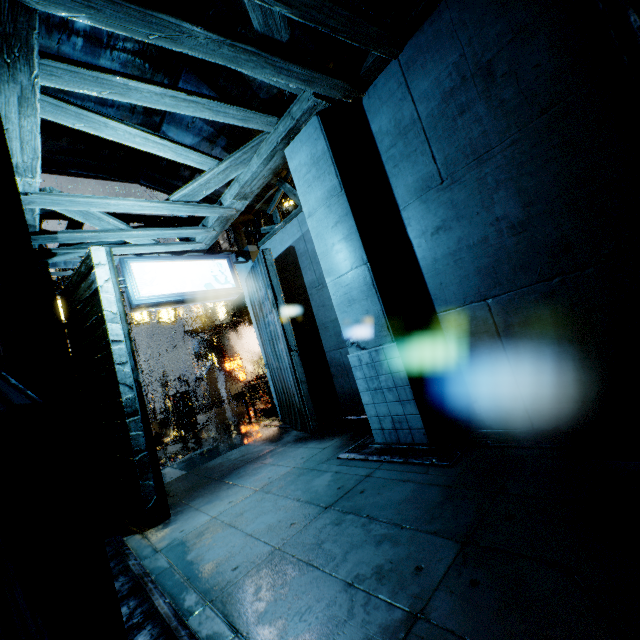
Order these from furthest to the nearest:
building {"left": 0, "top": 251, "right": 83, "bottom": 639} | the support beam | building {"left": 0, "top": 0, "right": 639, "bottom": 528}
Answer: the support beam < building {"left": 0, "top": 0, "right": 639, "bottom": 528} < building {"left": 0, "top": 251, "right": 83, "bottom": 639}

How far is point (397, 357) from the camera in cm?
549

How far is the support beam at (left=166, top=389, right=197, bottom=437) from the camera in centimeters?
1888cm

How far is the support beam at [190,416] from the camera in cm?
1888

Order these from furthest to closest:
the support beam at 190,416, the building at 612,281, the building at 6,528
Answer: the support beam at 190,416, the building at 612,281, the building at 6,528

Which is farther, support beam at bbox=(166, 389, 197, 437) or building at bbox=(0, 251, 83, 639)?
support beam at bbox=(166, 389, 197, 437)

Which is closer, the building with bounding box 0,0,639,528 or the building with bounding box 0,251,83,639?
the building with bounding box 0,251,83,639
